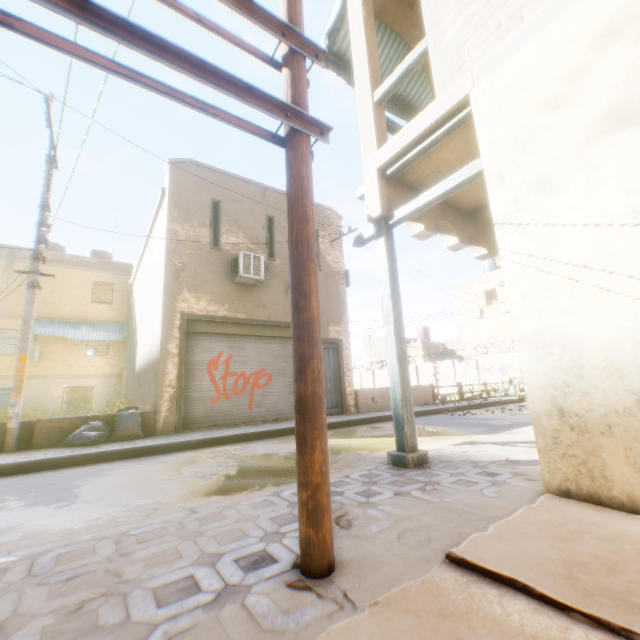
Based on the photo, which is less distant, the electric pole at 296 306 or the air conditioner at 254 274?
the electric pole at 296 306

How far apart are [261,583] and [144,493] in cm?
312

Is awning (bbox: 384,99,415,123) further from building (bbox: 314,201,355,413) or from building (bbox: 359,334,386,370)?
building (bbox: 359,334,386,370)

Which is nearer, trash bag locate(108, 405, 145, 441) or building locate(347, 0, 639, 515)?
building locate(347, 0, 639, 515)

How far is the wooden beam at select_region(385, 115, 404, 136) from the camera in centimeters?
504cm

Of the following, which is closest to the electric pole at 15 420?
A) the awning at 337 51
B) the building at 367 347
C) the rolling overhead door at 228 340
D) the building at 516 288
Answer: the building at 516 288

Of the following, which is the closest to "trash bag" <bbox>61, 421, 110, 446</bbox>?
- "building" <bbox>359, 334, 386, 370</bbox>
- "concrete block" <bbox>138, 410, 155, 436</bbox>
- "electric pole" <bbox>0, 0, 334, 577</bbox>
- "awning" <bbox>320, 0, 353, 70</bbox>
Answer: "concrete block" <bbox>138, 410, 155, 436</bbox>

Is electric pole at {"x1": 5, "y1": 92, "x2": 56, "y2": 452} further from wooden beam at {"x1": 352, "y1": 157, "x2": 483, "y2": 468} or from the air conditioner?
the air conditioner
